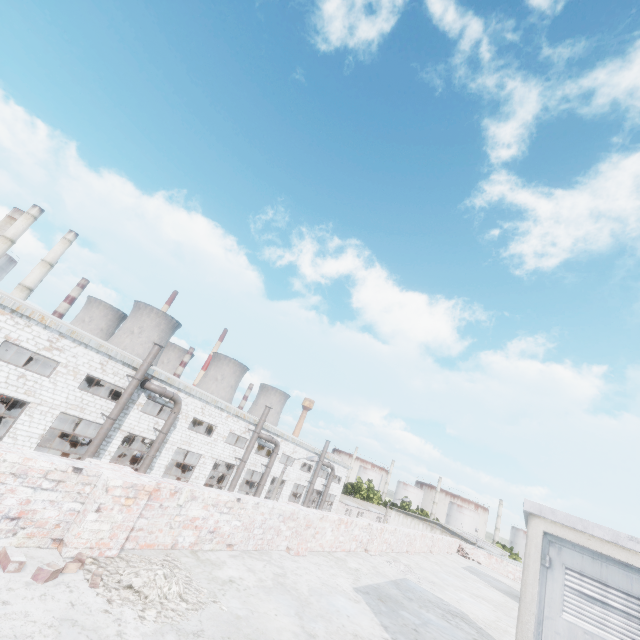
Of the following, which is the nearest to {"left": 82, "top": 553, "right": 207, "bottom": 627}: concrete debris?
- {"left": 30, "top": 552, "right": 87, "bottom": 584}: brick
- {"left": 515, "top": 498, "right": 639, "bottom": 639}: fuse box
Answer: {"left": 30, "top": 552, "right": 87, "bottom": 584}: brick

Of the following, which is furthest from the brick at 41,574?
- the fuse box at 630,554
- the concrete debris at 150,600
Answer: the fuse box at 630,554

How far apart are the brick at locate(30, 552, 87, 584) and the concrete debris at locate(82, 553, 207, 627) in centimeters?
28cm

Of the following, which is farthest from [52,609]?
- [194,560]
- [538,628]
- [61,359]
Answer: [61,359]

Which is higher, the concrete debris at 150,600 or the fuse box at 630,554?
the fuse box at 630,554

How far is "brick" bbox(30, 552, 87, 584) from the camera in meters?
2.9

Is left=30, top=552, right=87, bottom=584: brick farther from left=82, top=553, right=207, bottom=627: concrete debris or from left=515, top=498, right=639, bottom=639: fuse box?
left=515, top=498, right=639, bottom=639: fuse box
